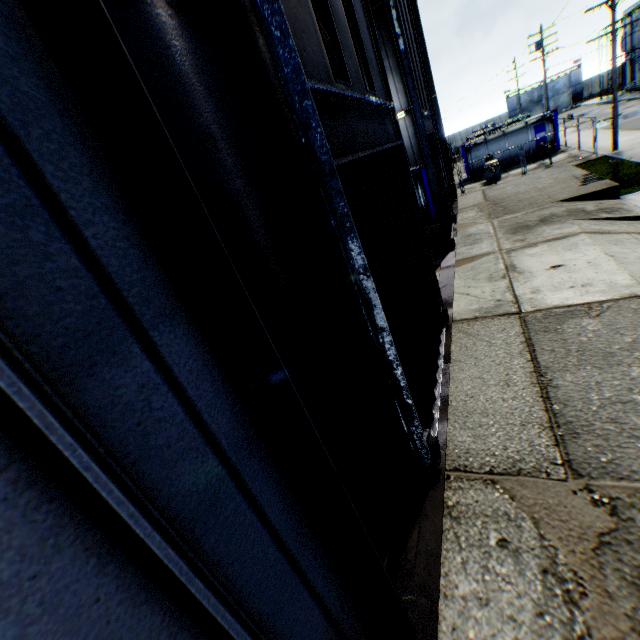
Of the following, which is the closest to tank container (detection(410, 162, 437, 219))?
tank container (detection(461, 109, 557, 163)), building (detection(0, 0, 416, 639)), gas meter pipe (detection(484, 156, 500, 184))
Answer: building (detection(0, 0, 416, 639))

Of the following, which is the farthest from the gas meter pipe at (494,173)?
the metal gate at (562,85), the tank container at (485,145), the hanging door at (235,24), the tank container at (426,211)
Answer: the metal gate at (562,85)

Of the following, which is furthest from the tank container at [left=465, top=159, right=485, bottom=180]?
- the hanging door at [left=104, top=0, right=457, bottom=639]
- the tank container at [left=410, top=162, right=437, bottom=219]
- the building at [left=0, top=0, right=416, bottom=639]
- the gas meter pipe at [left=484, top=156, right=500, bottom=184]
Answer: the hanging door at [left=104, top=0, right=457, bottom=639]

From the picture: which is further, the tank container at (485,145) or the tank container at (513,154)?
the tank container at (513,154)

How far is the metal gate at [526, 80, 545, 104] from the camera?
58.9m

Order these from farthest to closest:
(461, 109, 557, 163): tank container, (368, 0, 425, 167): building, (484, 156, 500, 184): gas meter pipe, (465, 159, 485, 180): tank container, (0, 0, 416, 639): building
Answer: (465, 159, 485, 180): tank container → (461, 109, 557, 163): tank container → (484, 156, 500, 184): gas meter pipe → (368, 0, 425, 167): building → (0, 0, 416, 639): building

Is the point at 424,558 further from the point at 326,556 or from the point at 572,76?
the point at 572,76

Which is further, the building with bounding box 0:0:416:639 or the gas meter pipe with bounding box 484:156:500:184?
the gas meter pipe with bounding box 484:156:500:184
